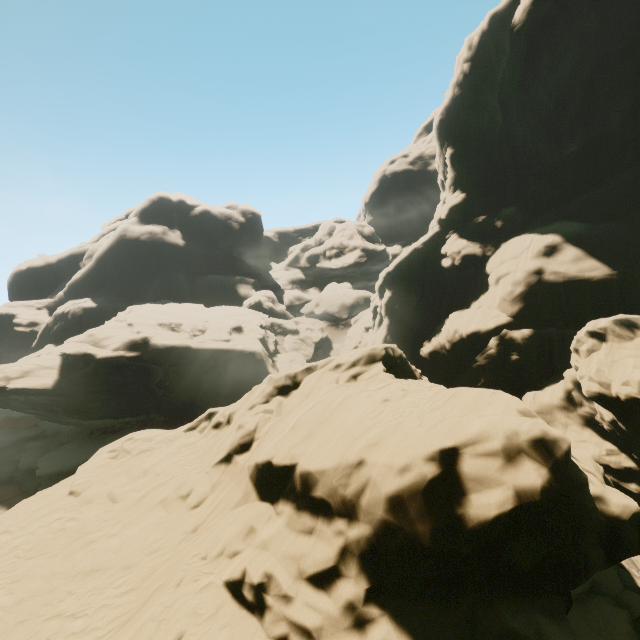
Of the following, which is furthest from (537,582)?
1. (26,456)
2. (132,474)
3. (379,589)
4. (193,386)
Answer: (26,456)
